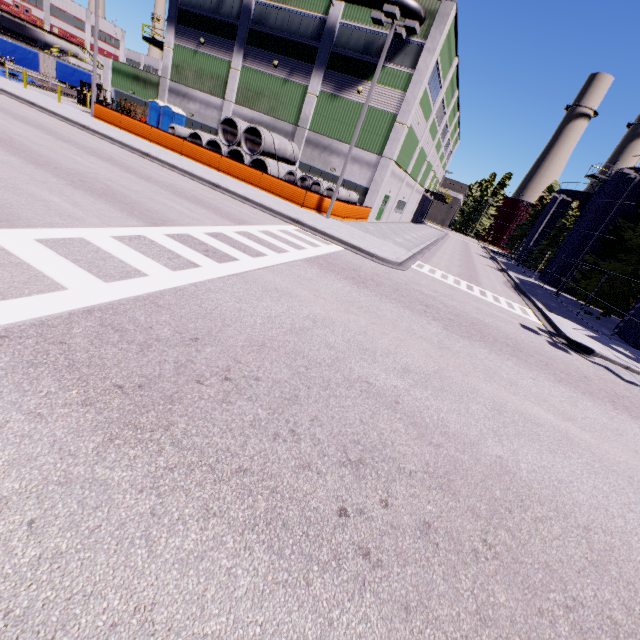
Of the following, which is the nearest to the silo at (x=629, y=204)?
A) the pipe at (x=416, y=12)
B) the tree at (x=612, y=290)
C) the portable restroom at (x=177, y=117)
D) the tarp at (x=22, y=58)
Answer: the tree at (x=612, y=290)

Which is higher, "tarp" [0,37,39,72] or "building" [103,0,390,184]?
"building" [103,0,390,184]

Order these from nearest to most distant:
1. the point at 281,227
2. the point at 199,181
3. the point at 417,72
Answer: the point at 281,227 < the point at 199,181 < the point at 417,72

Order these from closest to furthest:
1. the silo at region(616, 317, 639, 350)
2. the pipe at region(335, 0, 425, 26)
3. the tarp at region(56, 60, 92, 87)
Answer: the silo at region(616, 317, 639, 350), the pipe at region(335, 0, 425, 26), the tarp at region(56, 60, 92, 87)

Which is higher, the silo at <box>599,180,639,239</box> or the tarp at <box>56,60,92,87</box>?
the silo at <box>599,180,639,239</box>

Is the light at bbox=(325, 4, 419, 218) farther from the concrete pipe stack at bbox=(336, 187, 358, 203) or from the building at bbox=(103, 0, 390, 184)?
the building at bbox=(103, 0, 390, 184)

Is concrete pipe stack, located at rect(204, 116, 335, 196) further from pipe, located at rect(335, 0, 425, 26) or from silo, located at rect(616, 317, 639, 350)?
pipe, located at rect(335, 0, 425, 26)

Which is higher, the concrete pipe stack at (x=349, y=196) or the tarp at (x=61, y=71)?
the tarp at (x=61, y=71)
